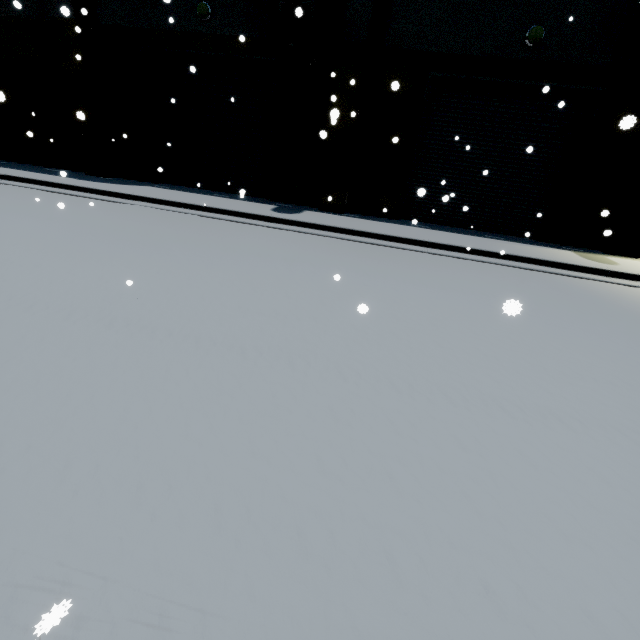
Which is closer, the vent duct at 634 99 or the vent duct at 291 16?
the vent duct at 291 16

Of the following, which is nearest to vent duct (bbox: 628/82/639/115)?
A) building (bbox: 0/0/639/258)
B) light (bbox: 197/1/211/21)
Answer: building (bbox: 0/0/639/258)

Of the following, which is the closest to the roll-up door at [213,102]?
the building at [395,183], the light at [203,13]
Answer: the building at [395,183]

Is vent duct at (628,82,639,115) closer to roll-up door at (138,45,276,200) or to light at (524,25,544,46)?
roll-up door at (138,45,276,200)

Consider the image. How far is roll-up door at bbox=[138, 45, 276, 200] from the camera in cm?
1125

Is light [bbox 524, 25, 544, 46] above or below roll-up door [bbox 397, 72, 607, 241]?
above

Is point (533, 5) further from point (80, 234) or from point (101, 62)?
point (101, 62)
